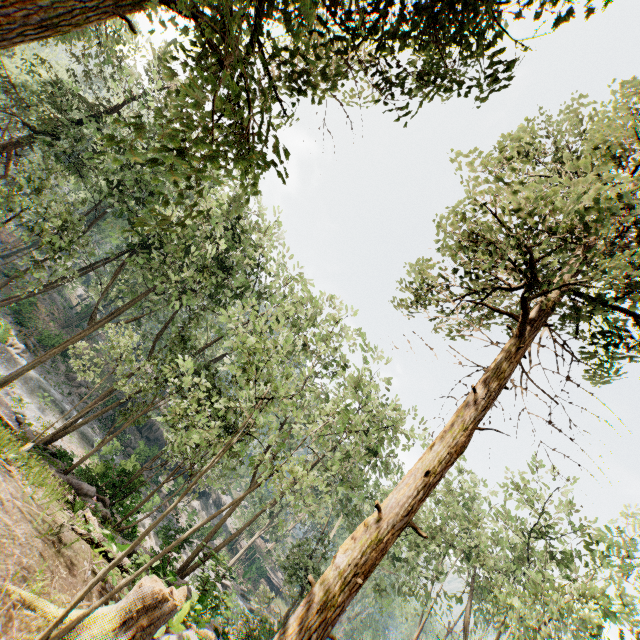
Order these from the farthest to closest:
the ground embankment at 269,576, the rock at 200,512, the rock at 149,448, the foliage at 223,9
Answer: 1. the ground embankment at 269,576
2. the rock at 200,512
3. the rock at 149,448
4. the foliage at 223,9

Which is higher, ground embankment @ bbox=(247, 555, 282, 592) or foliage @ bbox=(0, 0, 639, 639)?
foliage @ bbox=(0, 0, 639, 639)

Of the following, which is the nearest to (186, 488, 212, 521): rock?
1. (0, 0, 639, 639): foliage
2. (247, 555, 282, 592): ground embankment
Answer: (0, 0, 639, 639): foliage

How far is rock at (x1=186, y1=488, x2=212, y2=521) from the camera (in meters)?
43.34

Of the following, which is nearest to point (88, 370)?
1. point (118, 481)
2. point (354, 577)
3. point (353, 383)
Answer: point (118, 481)

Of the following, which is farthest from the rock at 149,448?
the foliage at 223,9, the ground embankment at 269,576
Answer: the ground embankment at 269,576

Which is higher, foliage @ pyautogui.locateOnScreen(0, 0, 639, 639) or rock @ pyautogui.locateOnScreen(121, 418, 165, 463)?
foliage @ pyautogui.locateOnScreen(0, 0, 639, 639)

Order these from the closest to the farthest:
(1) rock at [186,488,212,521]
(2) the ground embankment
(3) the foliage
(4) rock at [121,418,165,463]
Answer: (3) the foliage, (4) rock at [121,418,165,463], (1) rock at [186,488,212,521], (2) the ground embankment
